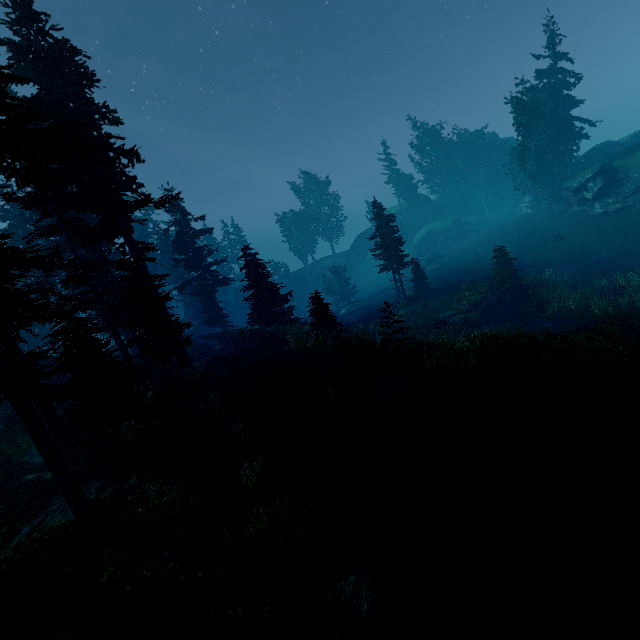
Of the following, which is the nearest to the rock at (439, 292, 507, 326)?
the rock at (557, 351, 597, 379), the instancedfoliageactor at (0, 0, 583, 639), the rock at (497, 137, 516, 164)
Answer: the instancedfoliageactor at (0, 0, 583, 639)

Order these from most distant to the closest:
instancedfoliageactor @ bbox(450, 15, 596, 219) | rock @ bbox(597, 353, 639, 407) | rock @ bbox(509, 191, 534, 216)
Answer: rock @ bbox(509, 191, 534, 216), instancedfoliageactor @ bbox(450, 15, 596, 219), rock @ bbox(597, 353, 639, 407)

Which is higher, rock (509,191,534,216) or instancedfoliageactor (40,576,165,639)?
rock (509,191,534,216)

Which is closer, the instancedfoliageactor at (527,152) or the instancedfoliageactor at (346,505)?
the instancedfoliageactor at (346,505)

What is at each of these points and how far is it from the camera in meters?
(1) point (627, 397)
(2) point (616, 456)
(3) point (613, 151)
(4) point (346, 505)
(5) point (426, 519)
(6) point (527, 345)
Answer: (1) rock, 9.0 m
(2) instancedfoliageactor, 7.8 m
(3) rock, 43.6 m
(4) instancedfoliageactor, 9.3 m
(5) instancedfoliageactor, 8.3 m
(6) instancedfoliageactor, 11.9 m

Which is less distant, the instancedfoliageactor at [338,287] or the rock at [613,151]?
the rock at [613,151]

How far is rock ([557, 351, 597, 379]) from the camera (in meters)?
10.51

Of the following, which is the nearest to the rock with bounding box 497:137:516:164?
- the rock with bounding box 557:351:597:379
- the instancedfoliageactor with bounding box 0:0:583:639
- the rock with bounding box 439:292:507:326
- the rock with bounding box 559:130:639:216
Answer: the instancedfoliageactor with bounding box 0:0:583:639
